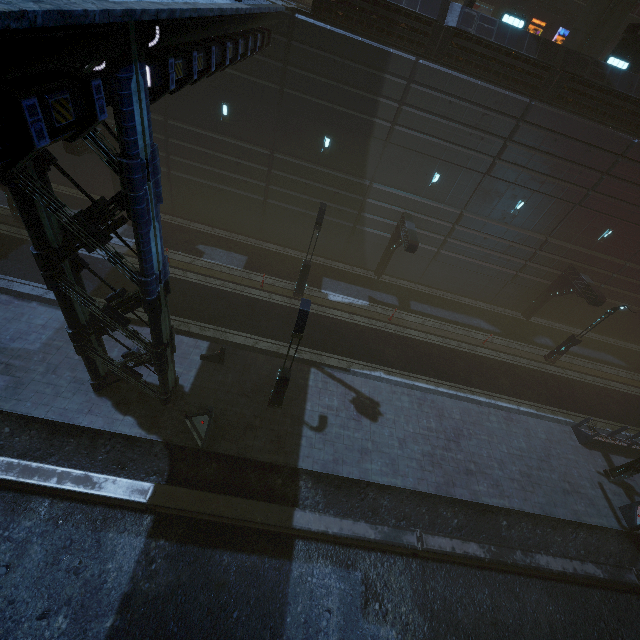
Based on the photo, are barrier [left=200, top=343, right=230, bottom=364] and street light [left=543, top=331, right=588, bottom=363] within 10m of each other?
no

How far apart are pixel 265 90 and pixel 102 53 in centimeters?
1413cm

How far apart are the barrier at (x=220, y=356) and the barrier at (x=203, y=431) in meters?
2.8 m

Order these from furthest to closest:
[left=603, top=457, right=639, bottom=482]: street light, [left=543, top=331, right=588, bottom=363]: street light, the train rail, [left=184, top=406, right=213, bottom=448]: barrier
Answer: [left=543, top=331, right=588, bottom=363]: street light, [left=603, top=457, right=639, bottom=482]: street light, [left=184, top=406, right=213, bottom=448]: barrier, the train rail

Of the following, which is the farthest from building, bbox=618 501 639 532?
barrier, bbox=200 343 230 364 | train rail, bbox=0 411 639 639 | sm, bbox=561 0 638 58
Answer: barrier, bbox=200 343 230 364

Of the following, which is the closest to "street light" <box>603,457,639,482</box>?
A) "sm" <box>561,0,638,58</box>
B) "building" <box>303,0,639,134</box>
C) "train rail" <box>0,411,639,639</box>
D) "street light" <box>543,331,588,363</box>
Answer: "building" <box>303,0,639,134</box>

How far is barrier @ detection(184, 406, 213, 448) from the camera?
12.05m

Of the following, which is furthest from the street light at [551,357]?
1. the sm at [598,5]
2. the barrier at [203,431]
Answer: the barrier at [203,431]
